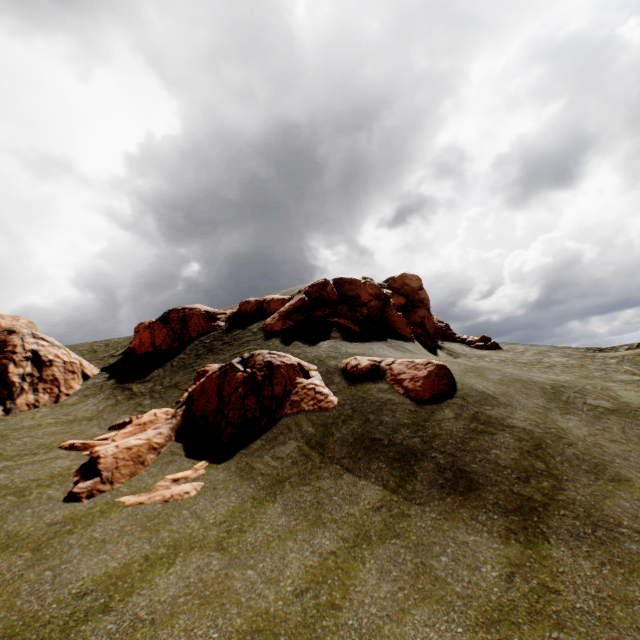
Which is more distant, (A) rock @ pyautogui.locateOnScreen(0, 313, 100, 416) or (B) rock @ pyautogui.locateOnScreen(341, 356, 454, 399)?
(A) rock @ pyautogui.locateOnScreen(0, 313, 100, 416)

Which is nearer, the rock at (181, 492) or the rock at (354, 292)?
the rock at (181, 492)

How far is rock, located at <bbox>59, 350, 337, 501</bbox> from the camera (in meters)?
10.82

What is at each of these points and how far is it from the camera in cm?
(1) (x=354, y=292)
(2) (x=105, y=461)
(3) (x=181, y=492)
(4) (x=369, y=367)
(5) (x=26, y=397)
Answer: (1) rock, 2473
(2) rock, 1080
(3) rock, 989
(4) rock, 1516
(5) rock, 1767

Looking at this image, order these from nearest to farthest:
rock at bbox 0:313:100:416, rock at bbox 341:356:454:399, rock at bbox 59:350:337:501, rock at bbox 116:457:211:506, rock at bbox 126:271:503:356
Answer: rock at bbox 116:457:211:506 → rock at bbox 59:350:337:501 → rock at bbox 341:356:454:399 → rock at bbox 0:313:100:416 → rock at bbox 126:271:503:356
